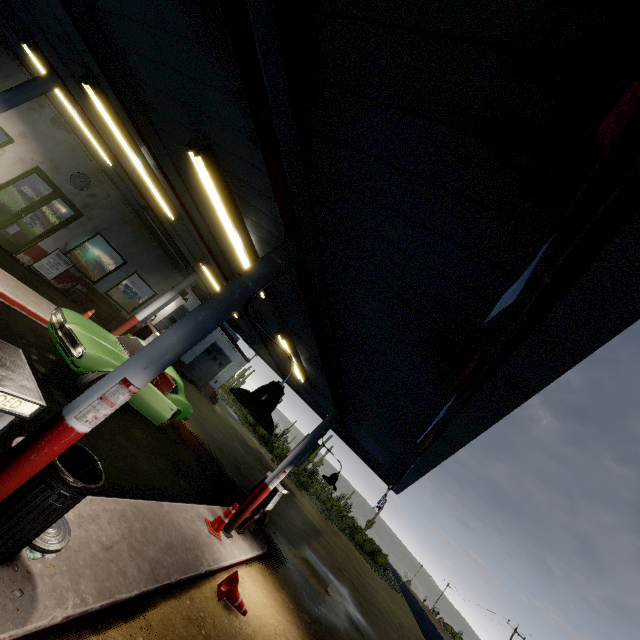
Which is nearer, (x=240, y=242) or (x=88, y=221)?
(x=240, y=242)

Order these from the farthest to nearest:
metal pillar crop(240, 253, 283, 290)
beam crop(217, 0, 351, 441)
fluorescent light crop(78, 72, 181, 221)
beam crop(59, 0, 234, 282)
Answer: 1. fluorescent light crop(78, 72, 181, 221)
2. beam crop(59, 0, 234, 282)
3. metal pillar crop(240, 253, 283, 290)
4. beam crop(217, 0, 351, 441)

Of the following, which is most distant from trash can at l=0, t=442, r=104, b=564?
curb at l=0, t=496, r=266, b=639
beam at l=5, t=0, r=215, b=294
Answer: beam at l=5, t=0, r=215, b=294

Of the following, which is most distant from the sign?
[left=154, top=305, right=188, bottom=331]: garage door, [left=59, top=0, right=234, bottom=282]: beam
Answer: [left=59, top=0, right=234, bottom=282]: beam

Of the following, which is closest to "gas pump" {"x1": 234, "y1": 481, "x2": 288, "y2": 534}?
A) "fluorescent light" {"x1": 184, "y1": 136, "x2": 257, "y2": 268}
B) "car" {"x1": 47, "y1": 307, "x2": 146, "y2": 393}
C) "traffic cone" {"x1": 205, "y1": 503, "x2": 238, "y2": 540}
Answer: "traffic cone" {"x1": 205, "y1": 503, "x2": 238, "y2": 540}

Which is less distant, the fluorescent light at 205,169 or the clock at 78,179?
the fluorescent light at 205,169

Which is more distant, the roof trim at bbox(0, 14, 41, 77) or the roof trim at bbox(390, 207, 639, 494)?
the roof trim at bbox(0, 14, 41, 77)

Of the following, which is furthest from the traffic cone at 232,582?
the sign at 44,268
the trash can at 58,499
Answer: the sign at 44,268
